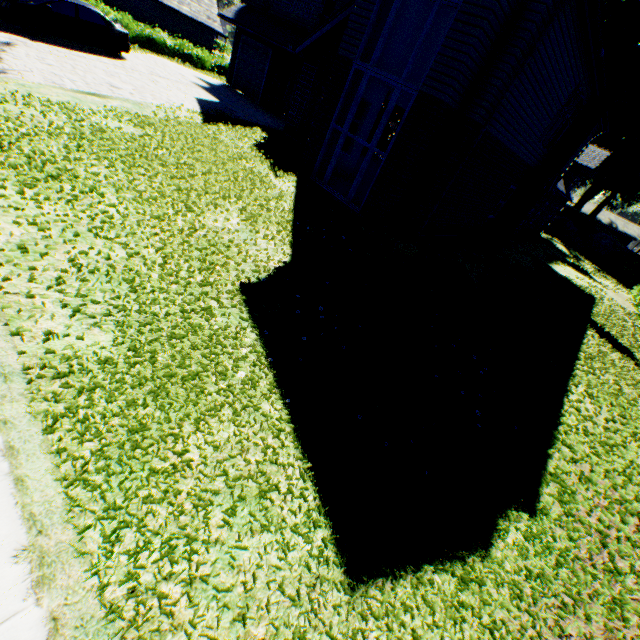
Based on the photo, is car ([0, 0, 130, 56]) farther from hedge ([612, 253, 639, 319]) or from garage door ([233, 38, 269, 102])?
hedge ([612, 253, 639, 319])

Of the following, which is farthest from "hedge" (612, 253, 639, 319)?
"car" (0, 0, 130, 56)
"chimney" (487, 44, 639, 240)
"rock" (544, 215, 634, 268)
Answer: "car" (0, 0, 130, 56)

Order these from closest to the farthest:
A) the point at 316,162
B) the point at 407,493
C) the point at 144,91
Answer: the point at 407,493
the point at 316,162
the point at 144,91

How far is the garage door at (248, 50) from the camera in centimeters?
2023cm

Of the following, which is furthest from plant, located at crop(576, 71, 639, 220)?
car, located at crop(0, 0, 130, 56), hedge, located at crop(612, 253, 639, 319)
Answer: car, located at crop(0, 0, 130, 56)

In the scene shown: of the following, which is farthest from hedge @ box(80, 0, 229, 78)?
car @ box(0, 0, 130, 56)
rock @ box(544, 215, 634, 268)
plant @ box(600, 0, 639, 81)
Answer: rock @ box(544, 215, 634, 268)

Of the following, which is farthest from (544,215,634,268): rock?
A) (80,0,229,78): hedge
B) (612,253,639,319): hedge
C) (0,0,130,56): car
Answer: (0,0,130,56): car

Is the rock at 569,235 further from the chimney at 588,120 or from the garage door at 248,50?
the garage door at 248,50
